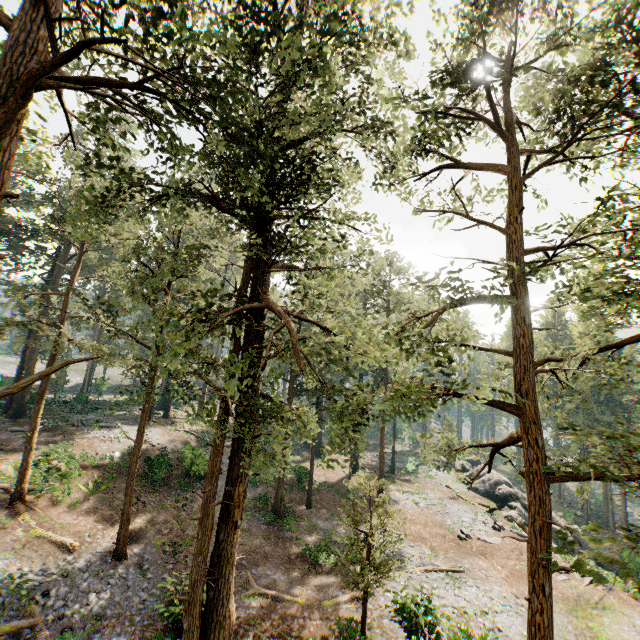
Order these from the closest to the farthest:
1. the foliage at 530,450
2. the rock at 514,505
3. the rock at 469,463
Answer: the foliage at 530,450 → the rock at 514,505 → the rock at 469,463

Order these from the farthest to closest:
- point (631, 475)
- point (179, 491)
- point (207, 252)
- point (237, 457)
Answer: point (207, 252)
point (179, 491)
point (237, 457)
point (631, 475)

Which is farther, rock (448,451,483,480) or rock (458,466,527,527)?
rock (448,451,483,480)

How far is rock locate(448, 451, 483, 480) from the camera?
41.22m

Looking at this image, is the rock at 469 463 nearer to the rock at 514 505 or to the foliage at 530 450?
the rock at 514 505

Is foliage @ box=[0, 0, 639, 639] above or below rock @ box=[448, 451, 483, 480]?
above

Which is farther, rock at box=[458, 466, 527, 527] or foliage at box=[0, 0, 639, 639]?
rock at box=[458, 466, 527, 527]

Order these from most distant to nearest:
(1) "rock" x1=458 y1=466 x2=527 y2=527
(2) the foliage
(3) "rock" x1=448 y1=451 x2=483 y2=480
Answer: (3) "rock" x1=448 y1=451 x2=483 y2=480, (1) "rock" x1=458 y1=466 x2=527 y2=527, (2) the foliage
